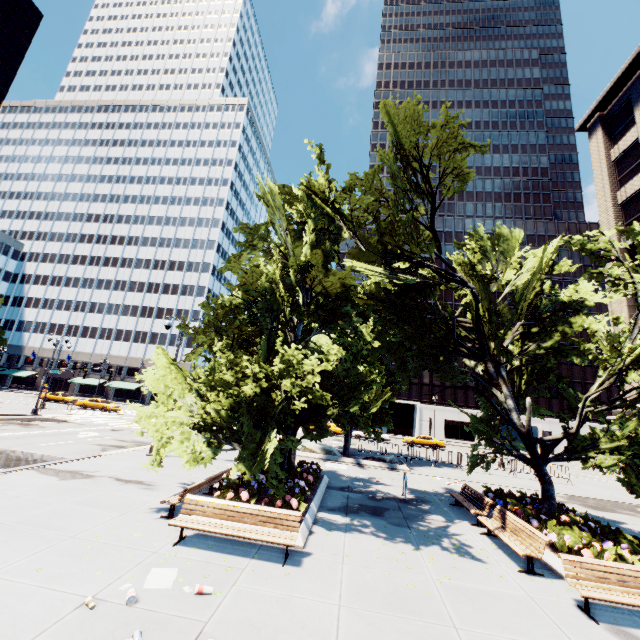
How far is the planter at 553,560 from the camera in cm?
789

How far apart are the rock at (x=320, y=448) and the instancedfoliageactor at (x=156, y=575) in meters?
16.3

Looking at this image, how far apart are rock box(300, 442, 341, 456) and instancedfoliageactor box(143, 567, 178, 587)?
16.3m

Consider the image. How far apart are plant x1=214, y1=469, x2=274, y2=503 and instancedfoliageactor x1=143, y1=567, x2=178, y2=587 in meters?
3.5 m

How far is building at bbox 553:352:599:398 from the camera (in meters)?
56.50

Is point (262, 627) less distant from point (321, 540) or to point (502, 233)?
point (321, 540)

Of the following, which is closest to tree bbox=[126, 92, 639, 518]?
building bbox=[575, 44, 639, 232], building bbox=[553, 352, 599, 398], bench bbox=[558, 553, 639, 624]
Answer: bench bbox=[558, 553, 639, 624]

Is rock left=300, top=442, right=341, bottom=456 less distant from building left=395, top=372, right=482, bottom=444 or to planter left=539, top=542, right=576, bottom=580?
planter left=539, top=542, right=576, bottom=580
